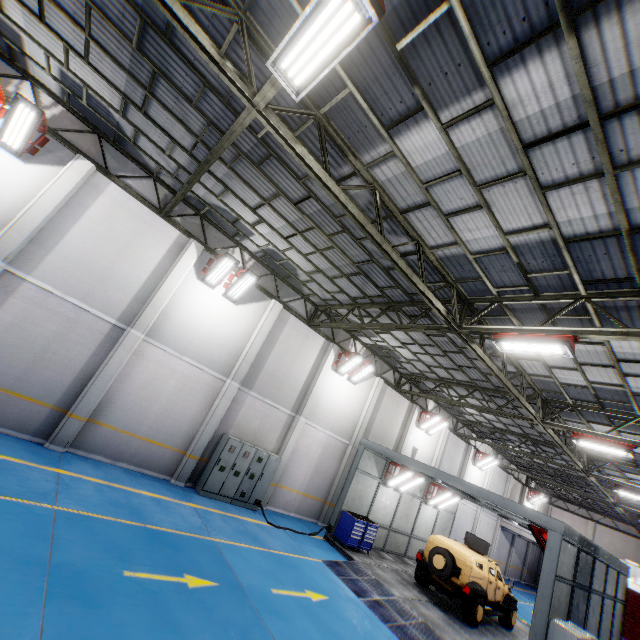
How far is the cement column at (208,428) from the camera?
11.88m

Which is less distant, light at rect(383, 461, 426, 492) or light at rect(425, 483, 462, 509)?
Answer: light at rect(383, 461, 426, 492)

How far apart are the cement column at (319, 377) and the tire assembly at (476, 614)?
8.1 meters

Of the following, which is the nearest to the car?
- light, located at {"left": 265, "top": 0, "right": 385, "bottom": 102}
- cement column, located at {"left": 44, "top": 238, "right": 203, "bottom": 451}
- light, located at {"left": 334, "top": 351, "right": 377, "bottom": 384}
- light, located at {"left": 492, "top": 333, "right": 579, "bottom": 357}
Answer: light, located at {"left": 334, "top": 351, "right": 377, "bottom": 384}

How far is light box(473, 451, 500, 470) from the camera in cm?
2453

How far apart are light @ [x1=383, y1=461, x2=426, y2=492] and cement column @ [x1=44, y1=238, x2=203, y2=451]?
12.6 meters

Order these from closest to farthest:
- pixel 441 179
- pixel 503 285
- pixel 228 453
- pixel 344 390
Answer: pixel 441 179, pixel 503 285, pixel 228 453, pixel 344 390

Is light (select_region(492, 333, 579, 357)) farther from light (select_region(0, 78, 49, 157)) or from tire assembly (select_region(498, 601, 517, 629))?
light (select_region(0, 78, 49, 157))
